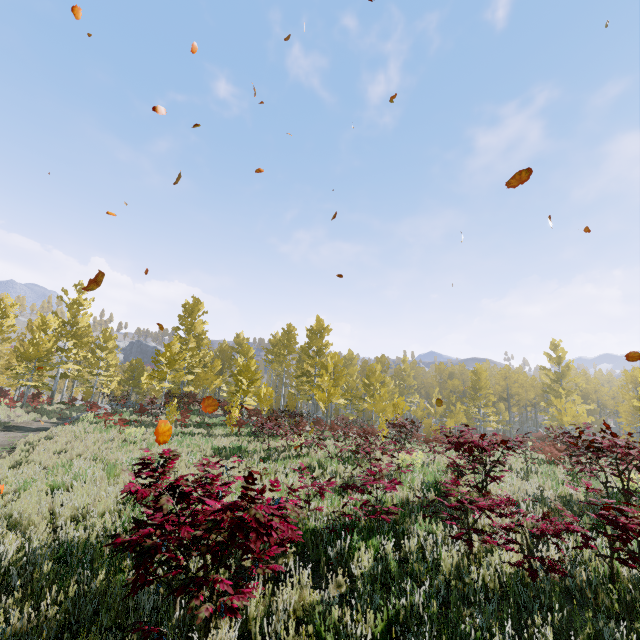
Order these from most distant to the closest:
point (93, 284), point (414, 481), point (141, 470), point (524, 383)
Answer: point (524, 383) < point (141, 470) < point (414, 481) < point (93, 284)
